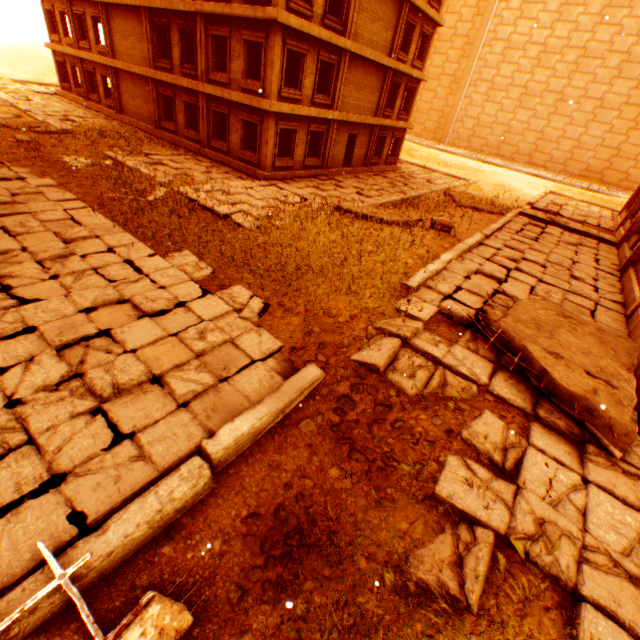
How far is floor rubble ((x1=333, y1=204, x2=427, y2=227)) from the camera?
12.1 meters

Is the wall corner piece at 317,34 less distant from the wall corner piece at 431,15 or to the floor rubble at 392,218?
the wall corner piece at 431,15

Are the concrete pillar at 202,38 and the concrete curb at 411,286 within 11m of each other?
no

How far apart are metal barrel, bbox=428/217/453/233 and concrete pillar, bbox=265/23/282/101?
9.13m

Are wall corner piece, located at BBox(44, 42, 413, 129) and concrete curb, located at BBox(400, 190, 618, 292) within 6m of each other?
no

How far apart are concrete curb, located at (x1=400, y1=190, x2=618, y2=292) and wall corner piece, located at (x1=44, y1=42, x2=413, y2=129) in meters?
10.4

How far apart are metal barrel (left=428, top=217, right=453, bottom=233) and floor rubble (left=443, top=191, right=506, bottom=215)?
6.54m

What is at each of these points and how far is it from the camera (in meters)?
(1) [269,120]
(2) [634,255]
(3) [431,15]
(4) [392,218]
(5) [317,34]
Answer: (1) concrete pillar, 15.29
(2) pillar, 12.54
(3) wall corner piece, 20.53
(4) floor rubble, 12.74
(5) wall corner piece, 14.70
